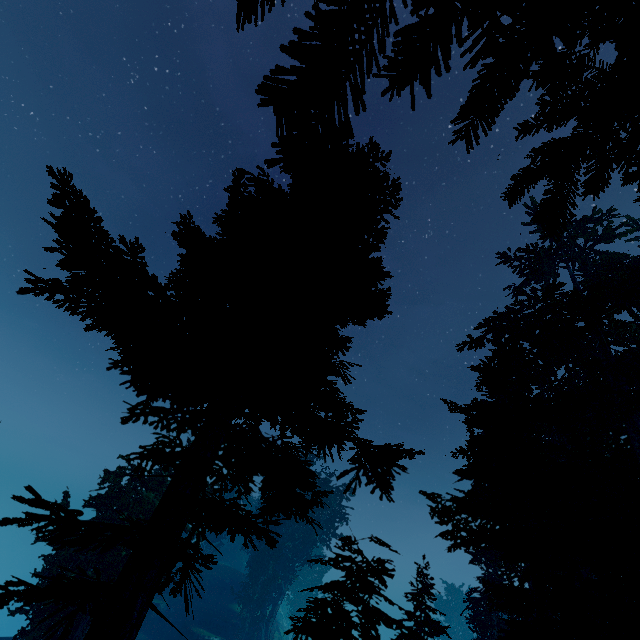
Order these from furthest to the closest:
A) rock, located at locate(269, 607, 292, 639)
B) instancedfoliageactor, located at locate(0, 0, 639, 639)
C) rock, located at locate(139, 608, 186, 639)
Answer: rock, located at locate(269, 607, 292, 639), rock, located at locate(139, 608, 186, 639), instancedfoliageactor, located at locate(0, 0, 639, 639)

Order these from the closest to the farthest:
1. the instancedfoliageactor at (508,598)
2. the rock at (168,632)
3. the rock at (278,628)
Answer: the instancedfoliageactor at (508,598) → the rock at (168,632) → the rock at (278,628)

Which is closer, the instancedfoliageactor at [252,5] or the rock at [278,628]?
the instancedfoliageactor at [252,5]

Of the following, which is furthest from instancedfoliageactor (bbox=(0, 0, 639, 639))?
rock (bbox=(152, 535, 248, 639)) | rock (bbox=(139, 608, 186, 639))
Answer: rock (bbox=(139, 608, 186, 639))

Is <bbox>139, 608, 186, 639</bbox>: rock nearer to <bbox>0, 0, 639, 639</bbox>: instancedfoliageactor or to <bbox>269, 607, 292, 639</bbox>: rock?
<bbox>269, 607, 292, 639</bbox>: rock

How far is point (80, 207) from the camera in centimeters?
281cm

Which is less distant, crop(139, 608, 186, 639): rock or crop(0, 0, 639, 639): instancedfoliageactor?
crop(0, 0, 639, 639): instancedfoliageactor
